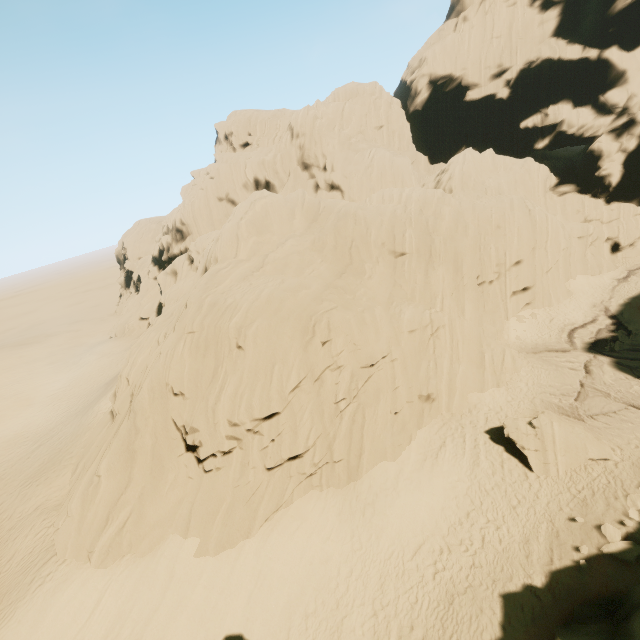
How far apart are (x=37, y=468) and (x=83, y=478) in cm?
904

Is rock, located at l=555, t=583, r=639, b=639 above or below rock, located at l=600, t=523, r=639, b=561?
above

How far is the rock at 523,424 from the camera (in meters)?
16.34

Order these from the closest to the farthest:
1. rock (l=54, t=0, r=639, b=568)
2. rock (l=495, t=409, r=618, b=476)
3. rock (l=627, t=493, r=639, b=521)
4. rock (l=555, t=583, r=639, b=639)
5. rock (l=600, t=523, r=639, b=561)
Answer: rock (l=555, t=583, r=639, b=639) → rock (l=600, t=523, r=639, b=561) → rock (l=627, t=493, r=639, b=521) → rock (l=54, t=0, r=639, b=568) → rock (l=495, t=409, r=618, b=476)

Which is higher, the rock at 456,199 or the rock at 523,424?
the rock at 456,199

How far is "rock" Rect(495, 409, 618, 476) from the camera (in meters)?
16.34

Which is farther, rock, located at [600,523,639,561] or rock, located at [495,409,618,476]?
rock, located at [495,409,618,476]
